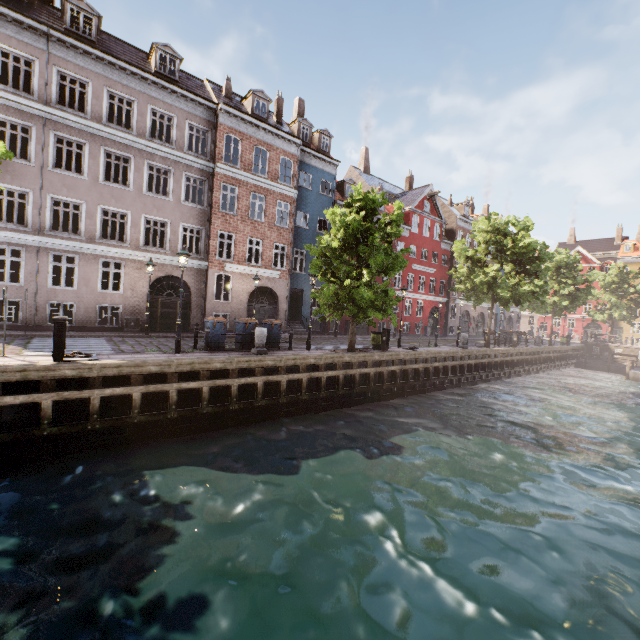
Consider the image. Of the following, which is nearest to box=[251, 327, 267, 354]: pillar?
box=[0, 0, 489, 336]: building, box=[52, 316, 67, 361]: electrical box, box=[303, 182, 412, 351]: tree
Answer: box=[303, 182, 412, 351]: tree

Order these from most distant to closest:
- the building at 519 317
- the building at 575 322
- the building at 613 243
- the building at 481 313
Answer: the building at 575 322 < the building at 613 243 < the building at 519 317 < the building at 481 313

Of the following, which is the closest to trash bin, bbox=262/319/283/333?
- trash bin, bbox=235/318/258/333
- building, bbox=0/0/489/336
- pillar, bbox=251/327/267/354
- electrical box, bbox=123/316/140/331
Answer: trash bin, bbox=235/318/258/333

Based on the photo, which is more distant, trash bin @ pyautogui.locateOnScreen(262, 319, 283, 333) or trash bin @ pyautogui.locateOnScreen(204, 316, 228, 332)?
trash bin @ pyautogui.locateOnScreen(262, 319, 283, 333)

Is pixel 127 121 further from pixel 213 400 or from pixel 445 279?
pixel 445 279

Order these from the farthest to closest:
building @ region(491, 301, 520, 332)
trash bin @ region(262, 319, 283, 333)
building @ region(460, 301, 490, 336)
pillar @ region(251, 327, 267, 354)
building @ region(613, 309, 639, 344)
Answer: building @ region(613, 309, 639, 344) < building @ region(491, 301, 520, 332) < building @ region(460, 301, 490, 336) < trash bin @ region(262, 319, 283, 333) < pillar @ region(251, 327, 267, 354)

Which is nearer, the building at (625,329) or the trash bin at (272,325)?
the trash bin at (272,325)

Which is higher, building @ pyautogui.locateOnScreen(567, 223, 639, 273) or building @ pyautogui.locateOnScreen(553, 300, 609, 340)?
building @ pyautogui.locateOnScreen(567, 223, 639, 273)
